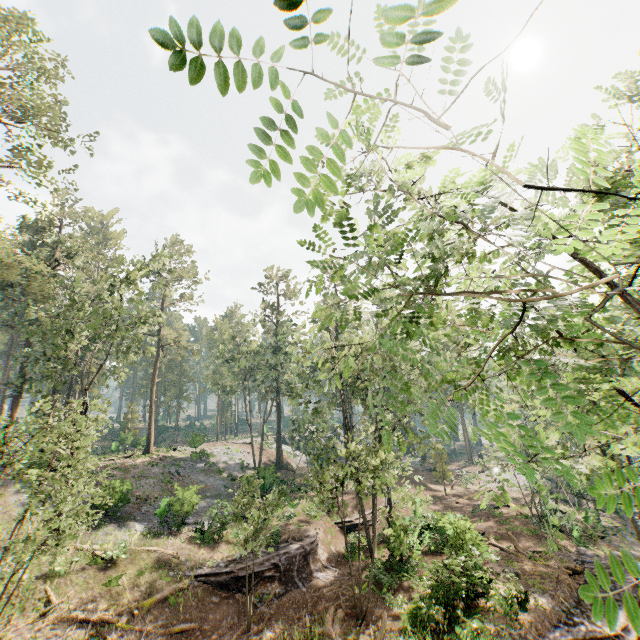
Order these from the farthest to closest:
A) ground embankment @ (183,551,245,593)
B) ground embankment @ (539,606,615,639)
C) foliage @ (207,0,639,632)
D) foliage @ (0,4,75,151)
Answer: foliage @ (0,4,75,151), ground embankment @ (183,551,245,593), ground embankment @ (539,606,615,639), foliage @ (207,0,639,632)

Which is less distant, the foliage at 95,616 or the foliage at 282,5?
the foliage at 282,5

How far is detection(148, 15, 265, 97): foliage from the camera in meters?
1.1

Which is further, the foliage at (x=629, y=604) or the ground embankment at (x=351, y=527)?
the ground embankment at (x=351, y=527)

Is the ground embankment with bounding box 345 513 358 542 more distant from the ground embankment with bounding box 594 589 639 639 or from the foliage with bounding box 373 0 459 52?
the ground embankment with bounding box 594 589 639 639

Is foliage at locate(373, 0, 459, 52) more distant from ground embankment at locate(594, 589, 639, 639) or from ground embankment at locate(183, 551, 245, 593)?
ground embankment at locate(183, 551, 245, 593)

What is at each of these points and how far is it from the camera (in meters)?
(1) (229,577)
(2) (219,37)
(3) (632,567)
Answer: (1) ground embankment, 18.78
(2) foliage, 1.22
(3) foliage, 1.15
